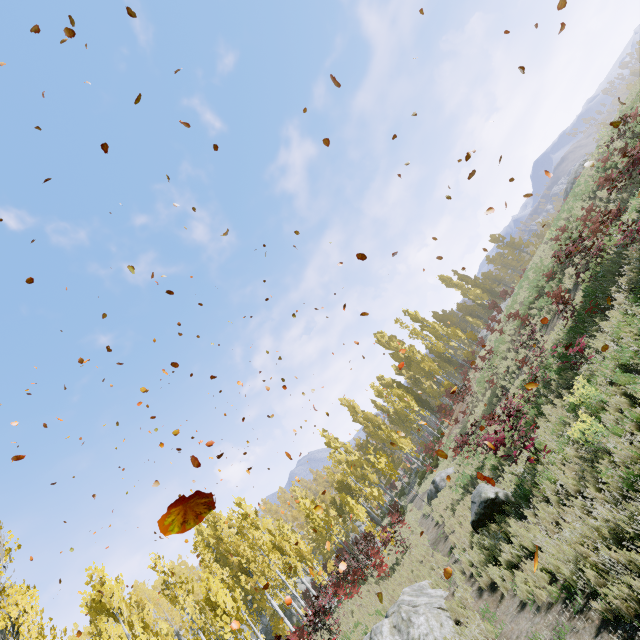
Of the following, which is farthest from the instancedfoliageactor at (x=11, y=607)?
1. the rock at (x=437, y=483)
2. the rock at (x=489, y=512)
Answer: the rock at (x=489, y=512)

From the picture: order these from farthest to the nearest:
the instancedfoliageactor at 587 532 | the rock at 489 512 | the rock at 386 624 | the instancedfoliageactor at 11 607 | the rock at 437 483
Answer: the rock at 437 483 → the rock at 489 512 → the instancedfoliageactor at 11 607 → the rock at 386 624 → the instancedfoliageactor at 587 532

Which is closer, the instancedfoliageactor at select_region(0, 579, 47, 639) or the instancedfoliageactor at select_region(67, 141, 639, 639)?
the instancedfoliageactor at select_region(67, 141, 639, 639)

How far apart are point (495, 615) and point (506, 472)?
5.9 meters

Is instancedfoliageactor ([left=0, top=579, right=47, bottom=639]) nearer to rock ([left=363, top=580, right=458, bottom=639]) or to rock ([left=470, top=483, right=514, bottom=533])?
rock ([left=363, top=580, right=458, bottom=639])

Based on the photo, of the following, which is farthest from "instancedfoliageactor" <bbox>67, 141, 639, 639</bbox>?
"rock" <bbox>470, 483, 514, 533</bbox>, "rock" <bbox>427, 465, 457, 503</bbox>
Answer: "rock" <bbox>470, 483, 514, 533</bbox>

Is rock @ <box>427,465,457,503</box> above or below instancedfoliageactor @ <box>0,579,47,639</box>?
below

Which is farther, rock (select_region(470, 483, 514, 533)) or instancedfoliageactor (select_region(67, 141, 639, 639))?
rock (select_region(470, 483, 514, 533))
